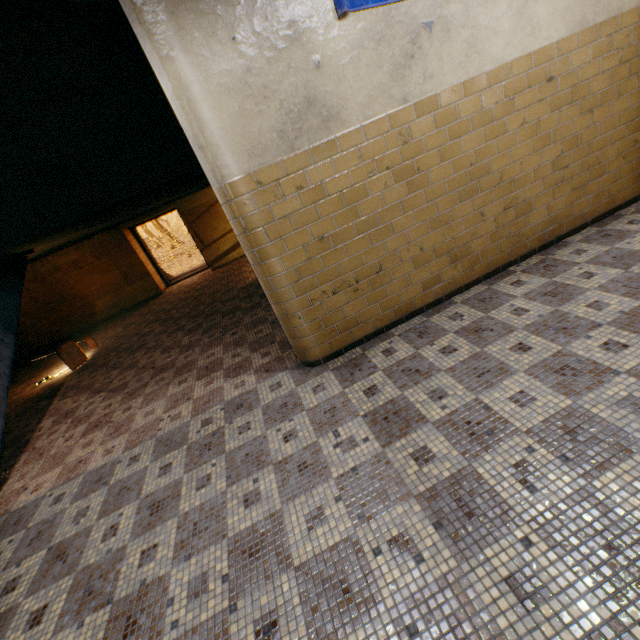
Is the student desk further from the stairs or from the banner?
the banner

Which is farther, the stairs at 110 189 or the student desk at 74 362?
the student desk at 74 362

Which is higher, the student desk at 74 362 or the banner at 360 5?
the banner at 360 5

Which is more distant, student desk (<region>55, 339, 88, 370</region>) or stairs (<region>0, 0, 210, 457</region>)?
student desk (<region>55, 339, 88, 370</region>)

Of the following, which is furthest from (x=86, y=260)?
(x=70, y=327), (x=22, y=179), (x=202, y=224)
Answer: (x=22, y=179)

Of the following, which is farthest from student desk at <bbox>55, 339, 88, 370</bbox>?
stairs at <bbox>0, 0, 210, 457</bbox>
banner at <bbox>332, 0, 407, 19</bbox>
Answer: banner at <bbox>332, 0, 407, 19</bbox>
